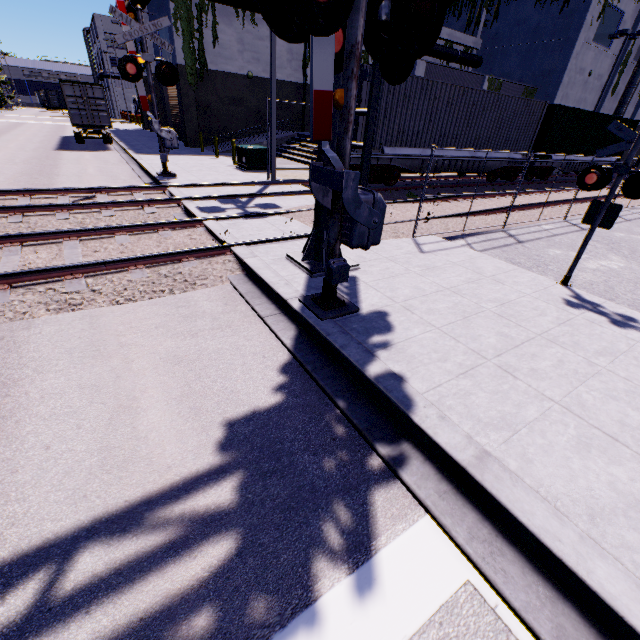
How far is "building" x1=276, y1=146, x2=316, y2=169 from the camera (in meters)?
19.13

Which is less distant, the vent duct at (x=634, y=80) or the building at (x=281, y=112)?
the building at (x=281, y=112)

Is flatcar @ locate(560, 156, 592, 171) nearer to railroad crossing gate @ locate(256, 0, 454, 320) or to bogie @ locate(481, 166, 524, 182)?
bogie @ locate(481, 166, 524, 182)

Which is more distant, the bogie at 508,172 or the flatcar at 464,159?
the bogie at 508,172

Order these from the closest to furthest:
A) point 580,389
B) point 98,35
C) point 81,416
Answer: point 81,416
point 580,389
point 98,35

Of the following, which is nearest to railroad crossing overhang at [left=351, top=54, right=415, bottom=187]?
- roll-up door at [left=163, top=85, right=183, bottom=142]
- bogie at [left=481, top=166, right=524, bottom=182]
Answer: bogie at [left=481, top=166, right=524, bottom=182]

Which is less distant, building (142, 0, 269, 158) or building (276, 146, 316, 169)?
building (276, 146, 316, 169)

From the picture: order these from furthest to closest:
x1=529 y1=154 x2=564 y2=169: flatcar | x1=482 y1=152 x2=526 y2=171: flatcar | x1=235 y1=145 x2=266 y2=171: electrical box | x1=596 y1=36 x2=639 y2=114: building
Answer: x1=596 y1=36 x2=639 y2=114: building, x1=529 y1=154 x2=564 y2=169: flatcar, x1=482 y1=152 x2=526 y2=171: flatcar, x1=235 y1=145 x2=266 y2=171: electrical box
